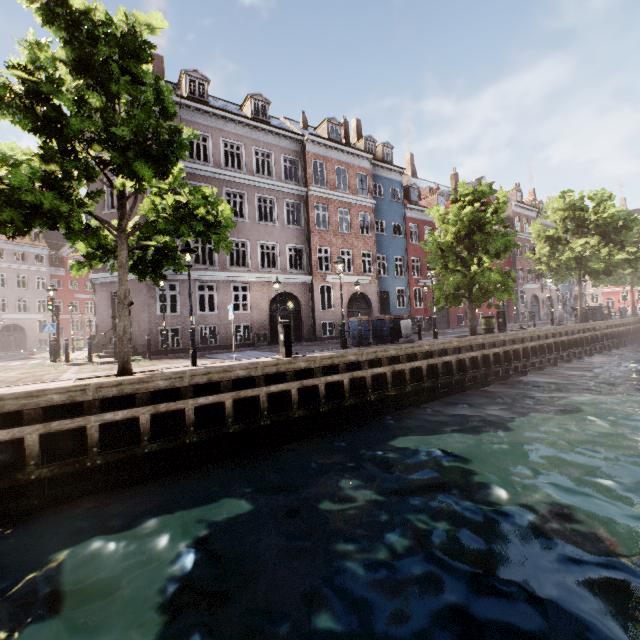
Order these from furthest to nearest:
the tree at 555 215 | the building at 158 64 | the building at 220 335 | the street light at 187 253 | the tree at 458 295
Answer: the tree at 555 215 < the building at 158 64 < the building at 220 335 < the tree at 458 295 < the street light at 187 253

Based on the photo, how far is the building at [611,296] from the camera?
54.7 meters

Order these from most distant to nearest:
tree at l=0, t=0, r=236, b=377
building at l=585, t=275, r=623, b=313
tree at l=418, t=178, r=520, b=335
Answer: building at l=585, t=275, r=623, b=313 → tree at l=418, t=178, r=520, b=335 → tree at l=0, t=0, r=236, b=377

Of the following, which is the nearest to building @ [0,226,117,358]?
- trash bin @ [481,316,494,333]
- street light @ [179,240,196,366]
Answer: street light @ [179,240,196,366]

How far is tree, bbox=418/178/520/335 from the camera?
15.5m

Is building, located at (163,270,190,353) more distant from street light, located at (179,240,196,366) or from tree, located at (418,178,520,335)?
tree, located at (418,178,520,335)

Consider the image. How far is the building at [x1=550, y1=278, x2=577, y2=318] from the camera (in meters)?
42.28

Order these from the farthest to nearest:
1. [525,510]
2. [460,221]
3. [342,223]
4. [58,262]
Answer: [58,262] → [342,223] → [460,221] → [525,510]
